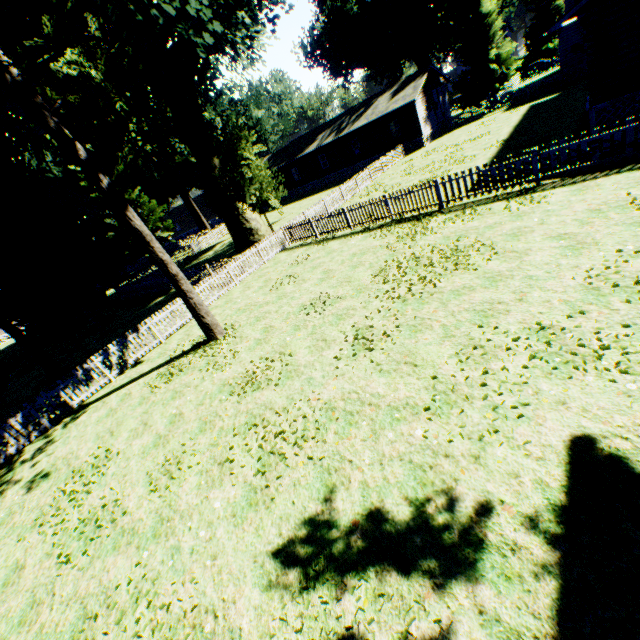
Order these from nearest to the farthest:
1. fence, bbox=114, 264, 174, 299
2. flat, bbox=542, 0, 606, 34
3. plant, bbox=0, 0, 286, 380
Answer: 1. plant, bbox=0, 0, 286, 380
2. flat, bbox=542, 0, 606, 34
3. fence, bbox=114, 264, 174, 299

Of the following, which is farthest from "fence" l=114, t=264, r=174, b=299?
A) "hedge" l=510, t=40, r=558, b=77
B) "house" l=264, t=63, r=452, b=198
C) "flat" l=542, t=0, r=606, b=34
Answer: "hedge" l=510, t=40, r=558, b=77

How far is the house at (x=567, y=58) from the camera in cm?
2753

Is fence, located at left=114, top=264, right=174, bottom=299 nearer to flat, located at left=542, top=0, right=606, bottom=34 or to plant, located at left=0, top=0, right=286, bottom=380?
plant, located at left=0, top=0, right=286, bottom=380

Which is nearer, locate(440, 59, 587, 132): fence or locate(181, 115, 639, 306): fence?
locate(181, 115, 639, 306): fence

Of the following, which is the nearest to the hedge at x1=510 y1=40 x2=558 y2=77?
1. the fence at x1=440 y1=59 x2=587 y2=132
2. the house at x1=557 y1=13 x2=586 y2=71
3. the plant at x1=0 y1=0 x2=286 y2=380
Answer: the plant at x1=0 y1=0 x2=286 y2=380

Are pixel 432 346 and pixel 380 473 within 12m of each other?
yes

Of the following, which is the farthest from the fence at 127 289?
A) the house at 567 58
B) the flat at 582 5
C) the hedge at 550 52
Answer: the hedge at 550 52
